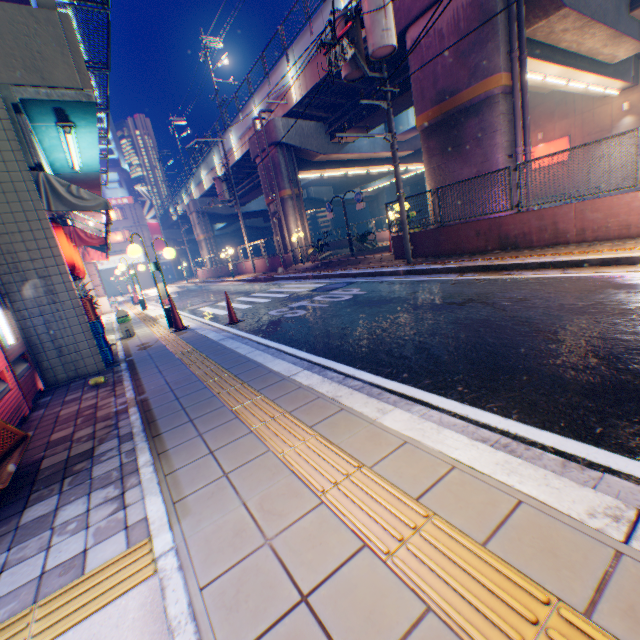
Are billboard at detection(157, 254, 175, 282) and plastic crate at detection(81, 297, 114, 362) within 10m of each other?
no

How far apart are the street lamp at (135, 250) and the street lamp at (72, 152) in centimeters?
176cm

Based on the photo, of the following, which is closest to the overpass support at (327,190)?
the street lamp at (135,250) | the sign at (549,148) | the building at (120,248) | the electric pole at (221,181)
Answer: the electric pole at (221,181)

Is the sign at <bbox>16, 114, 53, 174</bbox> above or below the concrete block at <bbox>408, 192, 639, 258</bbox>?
above

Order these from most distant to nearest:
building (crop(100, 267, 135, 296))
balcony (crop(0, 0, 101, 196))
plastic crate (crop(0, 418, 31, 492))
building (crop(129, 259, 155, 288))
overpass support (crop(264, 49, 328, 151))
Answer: building (crop(129, 259, 155, 288)) < building (crop(100, 267, 135, 296)) < overpass support (crop(264, 49, 328, 151)) < balcony (crop(0, 0, 101, 196)) < plastic crate (crop(0, 418, 31, 492))

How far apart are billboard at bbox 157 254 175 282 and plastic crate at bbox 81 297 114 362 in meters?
46.4 m

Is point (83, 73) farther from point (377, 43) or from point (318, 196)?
point (318, 196)

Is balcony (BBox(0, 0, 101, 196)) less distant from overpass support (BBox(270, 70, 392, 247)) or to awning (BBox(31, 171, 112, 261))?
awning (BBox(31, 171, 112, 261))
